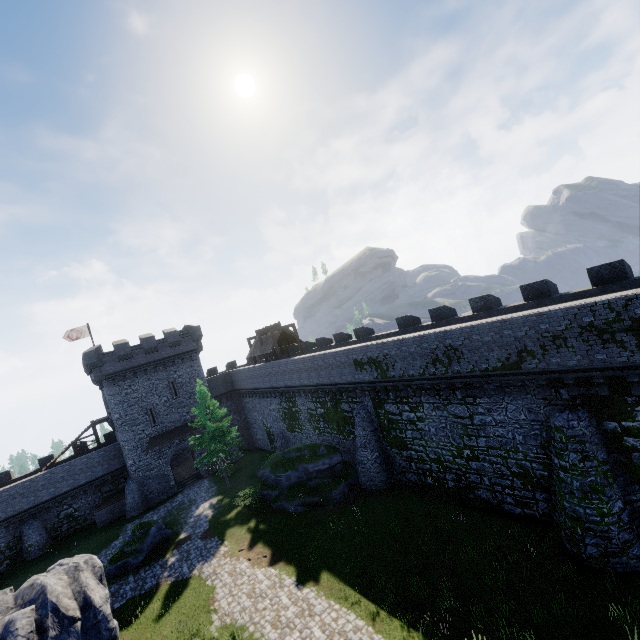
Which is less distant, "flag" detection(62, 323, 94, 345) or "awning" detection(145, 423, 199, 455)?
"awning" detection(145, 423, 199, 455)

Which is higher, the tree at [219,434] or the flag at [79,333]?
the flag at [79,333]

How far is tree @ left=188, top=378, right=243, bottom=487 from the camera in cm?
2950

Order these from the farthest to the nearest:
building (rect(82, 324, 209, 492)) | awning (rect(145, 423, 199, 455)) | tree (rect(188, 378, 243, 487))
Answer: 1. awning (rect(145, 423, 199, 455))
2. building (rect(82, 324, 209, 492))
3. tree (rect(188, 378, 243, 487))

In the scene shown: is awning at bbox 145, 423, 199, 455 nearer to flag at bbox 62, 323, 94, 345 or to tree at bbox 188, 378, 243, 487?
tree at bbox 188, 378, 243, 487

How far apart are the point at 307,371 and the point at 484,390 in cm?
1509

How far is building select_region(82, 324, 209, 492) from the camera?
33.03m

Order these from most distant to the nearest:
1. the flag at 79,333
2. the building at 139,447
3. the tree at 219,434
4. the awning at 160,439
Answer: the flag at 79,333
the awning at 160,439
the building at 139,447
the tree at 219,434
